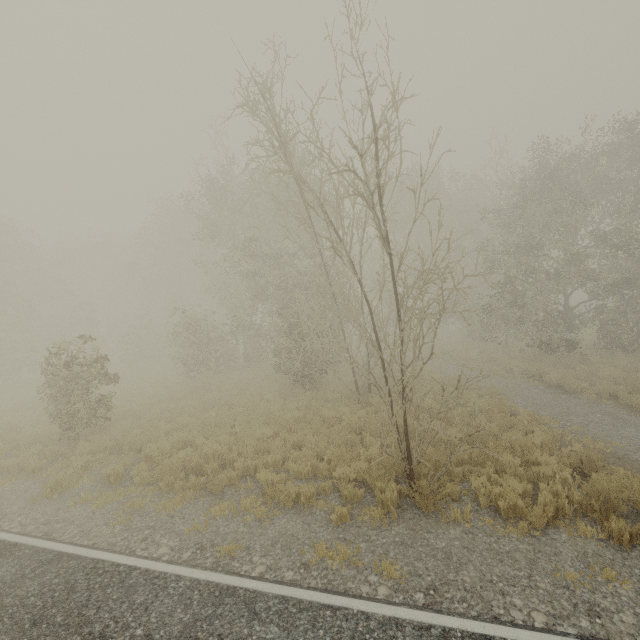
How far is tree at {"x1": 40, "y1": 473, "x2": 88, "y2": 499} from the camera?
8.0 meters

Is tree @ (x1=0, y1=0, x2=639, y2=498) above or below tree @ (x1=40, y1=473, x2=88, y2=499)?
above

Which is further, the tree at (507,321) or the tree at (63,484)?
the tree at (63,484)

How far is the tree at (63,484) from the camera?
8.0m

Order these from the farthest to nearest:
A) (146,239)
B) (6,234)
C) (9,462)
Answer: (146,239)
(6,234)
(9,462)

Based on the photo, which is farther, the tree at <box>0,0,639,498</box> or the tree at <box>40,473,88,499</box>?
the tree at <box>40,473,88,499</box>
